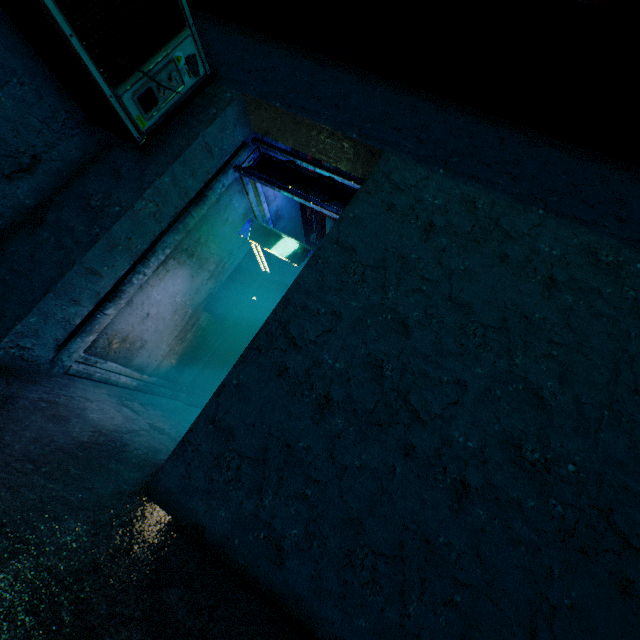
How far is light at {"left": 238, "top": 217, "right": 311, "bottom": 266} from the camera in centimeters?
425cm

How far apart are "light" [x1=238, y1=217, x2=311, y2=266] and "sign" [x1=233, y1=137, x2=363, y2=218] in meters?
0.8

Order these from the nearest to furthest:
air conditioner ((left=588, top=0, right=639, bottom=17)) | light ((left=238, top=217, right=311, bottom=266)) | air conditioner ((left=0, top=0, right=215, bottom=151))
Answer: air conditioner ((left=0, top=0, right=215, bottom=151)), light ((left=238, top=217, right=311, bottom=266)), air conditioner ((left=588, top=0, right=639, bottom=17))

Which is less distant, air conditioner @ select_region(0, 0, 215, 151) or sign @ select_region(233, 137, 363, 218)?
air conditioner @ select_region(0, 0, 215, 151)

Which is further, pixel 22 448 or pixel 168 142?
pixel 168 142

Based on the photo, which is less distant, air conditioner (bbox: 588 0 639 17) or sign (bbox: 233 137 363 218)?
sign (bbox: 233 137 363 218)

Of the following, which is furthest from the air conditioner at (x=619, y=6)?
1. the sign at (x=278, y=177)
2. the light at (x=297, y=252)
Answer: the light at (x=297, y=252)

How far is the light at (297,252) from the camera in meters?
4.3
